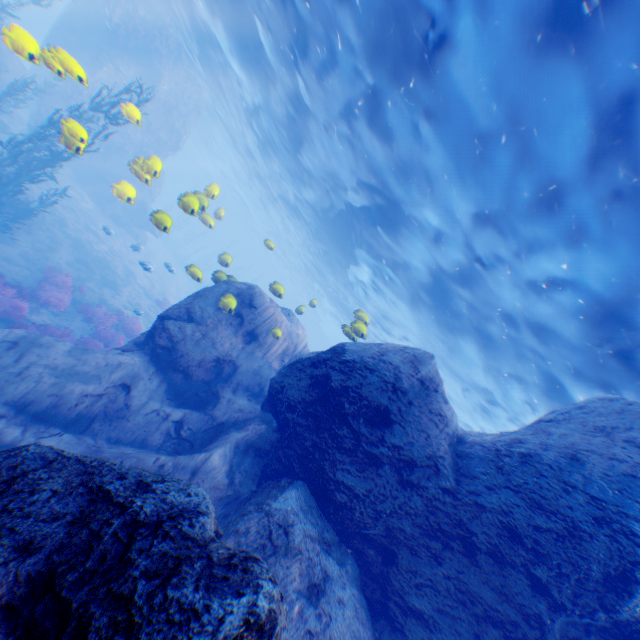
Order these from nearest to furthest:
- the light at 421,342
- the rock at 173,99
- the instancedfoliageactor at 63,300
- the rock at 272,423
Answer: the rock at 272,423, the light at 421,342, the rock at 173,99, the instancedfoliageactor at 63,300

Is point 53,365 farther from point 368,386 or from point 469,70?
point 469,70

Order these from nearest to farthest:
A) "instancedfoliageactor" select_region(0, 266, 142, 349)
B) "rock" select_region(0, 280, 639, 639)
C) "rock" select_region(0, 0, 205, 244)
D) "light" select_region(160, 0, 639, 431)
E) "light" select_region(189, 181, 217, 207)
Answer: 1. "rock" select_region(0, 280, 639, 639)
2. "light" select_region(160, 0, 639, 431)
3. "rock" select_region(0, 0, 205, 244)
4. "light" select_region(189, 181, 217, 207)
5. "instancedfoliageactor" select_region(0, 266, 142, 349)

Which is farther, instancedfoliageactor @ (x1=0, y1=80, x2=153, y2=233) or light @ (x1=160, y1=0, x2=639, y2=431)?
instancedfoliageactor @ (x1=0, y1=80, x2=153, y2=233)

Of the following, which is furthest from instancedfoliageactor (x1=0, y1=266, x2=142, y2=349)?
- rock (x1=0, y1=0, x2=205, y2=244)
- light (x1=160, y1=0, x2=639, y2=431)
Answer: light (x1=160, y1=0, x2=639, y2=431)

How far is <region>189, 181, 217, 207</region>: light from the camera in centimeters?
974cm

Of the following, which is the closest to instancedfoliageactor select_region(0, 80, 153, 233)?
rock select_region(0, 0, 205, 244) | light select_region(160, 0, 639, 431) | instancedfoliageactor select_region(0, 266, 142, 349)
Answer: rock select_region(0, 0, 205, 244)

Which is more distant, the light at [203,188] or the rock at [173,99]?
the light at [203,188]
